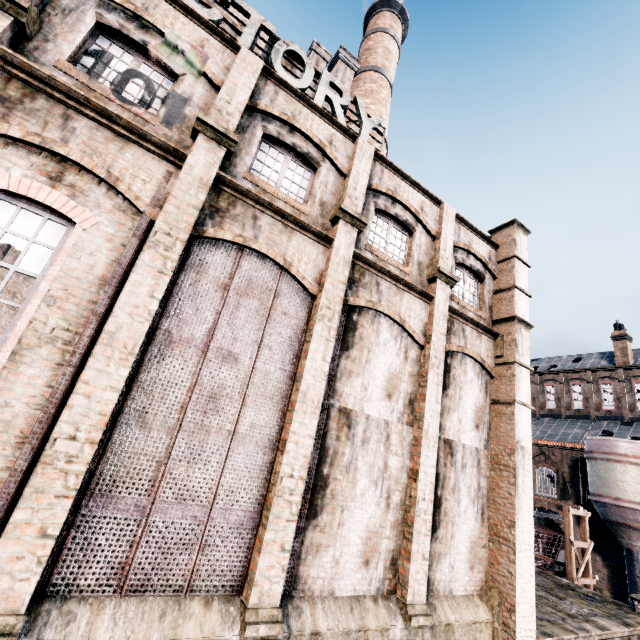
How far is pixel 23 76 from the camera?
6.6m

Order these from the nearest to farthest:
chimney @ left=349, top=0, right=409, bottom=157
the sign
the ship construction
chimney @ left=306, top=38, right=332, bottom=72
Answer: the sign
chimney @ left=306, top=38, right=332, bottom=72
chimney @ left=349, top=0, right=409, bottom=157
the ship construction

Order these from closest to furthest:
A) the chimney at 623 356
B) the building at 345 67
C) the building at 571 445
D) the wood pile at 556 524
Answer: the building at 571 445 < the building at 345 67 < the wood pile at 556 524 < the chimney at 623 356

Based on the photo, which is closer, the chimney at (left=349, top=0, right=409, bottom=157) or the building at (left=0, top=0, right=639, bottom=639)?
the building at (left=0, top=0, right=639, bottom=639)

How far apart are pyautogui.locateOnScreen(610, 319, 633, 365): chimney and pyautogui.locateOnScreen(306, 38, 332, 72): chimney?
43.5 meters

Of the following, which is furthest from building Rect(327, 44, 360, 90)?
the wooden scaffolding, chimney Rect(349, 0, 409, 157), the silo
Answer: the wooden scaffolding

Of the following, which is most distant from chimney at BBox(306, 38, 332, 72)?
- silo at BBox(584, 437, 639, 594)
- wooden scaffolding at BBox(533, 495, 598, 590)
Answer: silo at BBox(584, 437, 639, 594)

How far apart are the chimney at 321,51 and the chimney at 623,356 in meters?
43.5
